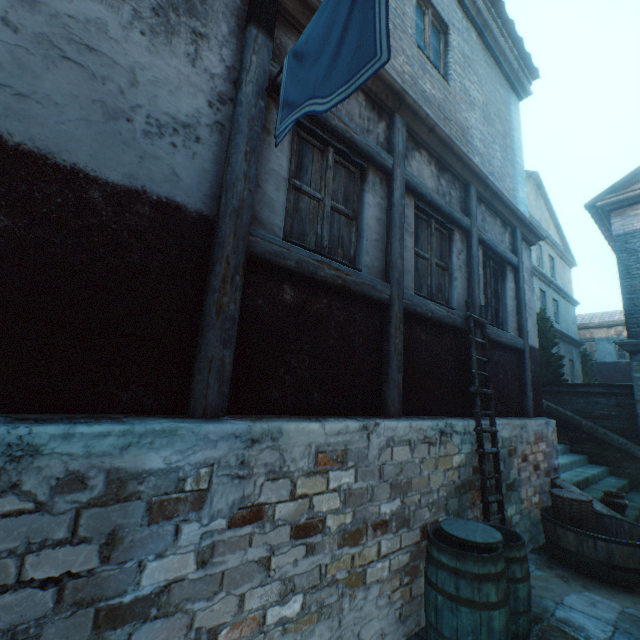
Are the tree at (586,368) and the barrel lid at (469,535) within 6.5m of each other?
no

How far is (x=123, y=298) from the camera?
1.97m

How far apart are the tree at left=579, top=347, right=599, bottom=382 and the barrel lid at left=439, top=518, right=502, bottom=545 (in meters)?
20.67

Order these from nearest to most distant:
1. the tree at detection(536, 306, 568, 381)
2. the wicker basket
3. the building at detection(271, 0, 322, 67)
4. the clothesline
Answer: the clothesline < the building at detection(271, 0, 322, 67) < the wicker basket < the tree at detection(536, 306, 568, 381)

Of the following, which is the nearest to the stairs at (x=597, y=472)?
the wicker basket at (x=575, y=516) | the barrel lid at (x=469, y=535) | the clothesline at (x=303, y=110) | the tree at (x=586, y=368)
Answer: → the wicker basket at (x=575, y=516)

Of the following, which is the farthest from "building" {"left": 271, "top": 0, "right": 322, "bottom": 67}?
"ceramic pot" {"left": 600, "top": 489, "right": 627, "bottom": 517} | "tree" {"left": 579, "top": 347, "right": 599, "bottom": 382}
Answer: "tree" {"left": 579, "top": 347, "right": 599, "bottom": 382}

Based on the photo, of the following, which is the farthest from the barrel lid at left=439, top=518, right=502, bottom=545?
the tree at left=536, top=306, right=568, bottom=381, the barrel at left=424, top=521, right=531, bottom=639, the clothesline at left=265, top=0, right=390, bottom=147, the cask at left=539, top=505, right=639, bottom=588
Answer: the tree at left=536, top=306, right=568, bottom=381

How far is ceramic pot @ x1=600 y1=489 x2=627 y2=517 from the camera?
5.6 meters
